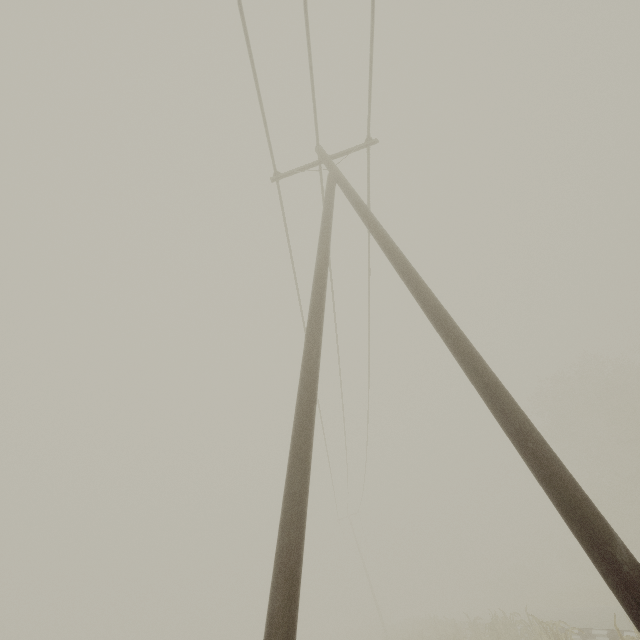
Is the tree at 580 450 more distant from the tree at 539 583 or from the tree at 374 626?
the tree at 374 626

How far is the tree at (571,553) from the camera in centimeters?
3943cm

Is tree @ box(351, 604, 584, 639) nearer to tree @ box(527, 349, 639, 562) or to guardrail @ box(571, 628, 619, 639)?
guardrail @ box(571, 628, 619, 639)

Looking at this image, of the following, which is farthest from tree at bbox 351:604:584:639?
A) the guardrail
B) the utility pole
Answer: the utility pole

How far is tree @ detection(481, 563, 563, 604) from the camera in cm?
4259

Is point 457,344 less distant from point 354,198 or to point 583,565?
point 354,198

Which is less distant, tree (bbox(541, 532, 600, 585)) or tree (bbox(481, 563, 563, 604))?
tree (bbox(541, 532, 600, 585))
